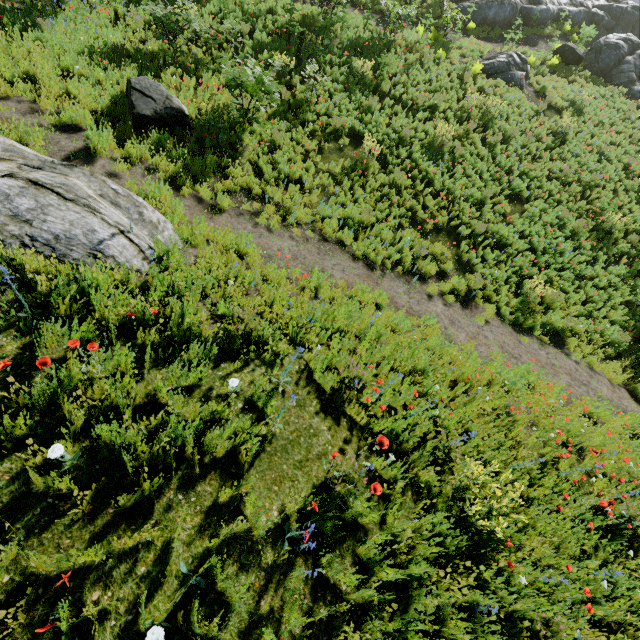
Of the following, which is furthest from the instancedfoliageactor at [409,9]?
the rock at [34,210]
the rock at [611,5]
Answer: the rock at [611,5]

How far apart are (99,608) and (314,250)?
6.9 meters

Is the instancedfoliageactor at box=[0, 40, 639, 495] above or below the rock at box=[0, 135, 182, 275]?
below

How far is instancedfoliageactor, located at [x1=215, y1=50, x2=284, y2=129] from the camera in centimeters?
809cm

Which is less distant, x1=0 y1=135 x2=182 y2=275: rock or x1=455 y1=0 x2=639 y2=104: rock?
x1=0 y1=135 x2=182 y2=275: rock

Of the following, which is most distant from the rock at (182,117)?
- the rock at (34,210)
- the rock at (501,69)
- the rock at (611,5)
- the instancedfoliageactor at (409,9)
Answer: the rock at (611,5)

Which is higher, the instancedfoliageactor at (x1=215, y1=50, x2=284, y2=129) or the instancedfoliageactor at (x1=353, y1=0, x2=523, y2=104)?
the instancedfoliageactor at (x1=353, y1=0, x2=523, y2=104)
